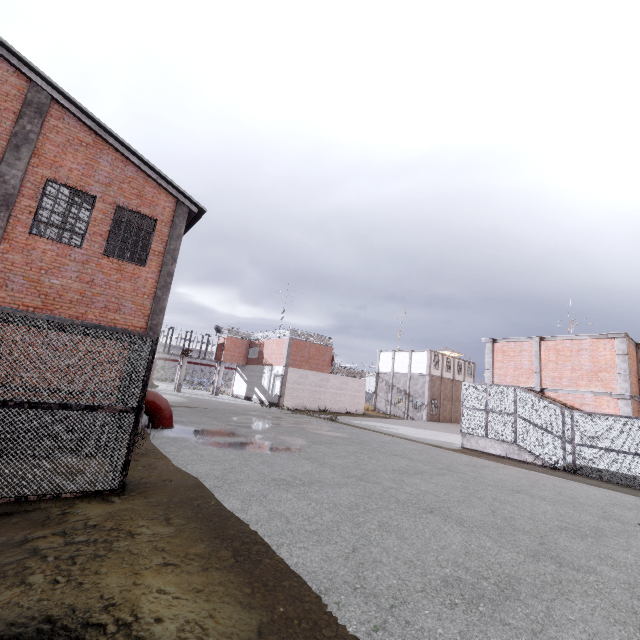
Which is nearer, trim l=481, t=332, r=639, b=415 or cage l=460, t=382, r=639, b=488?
cage l=460, t=382, r=639, b=488

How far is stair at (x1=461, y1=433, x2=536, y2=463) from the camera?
16.53m

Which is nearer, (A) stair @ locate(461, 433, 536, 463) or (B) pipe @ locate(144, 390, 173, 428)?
(B) pipe @ locate(144, 390, 173, 428)

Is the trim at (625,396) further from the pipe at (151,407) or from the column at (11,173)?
the column at (11,173)

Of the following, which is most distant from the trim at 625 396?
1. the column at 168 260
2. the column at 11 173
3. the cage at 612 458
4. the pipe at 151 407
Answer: the column at 11 173

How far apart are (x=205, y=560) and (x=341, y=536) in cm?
225

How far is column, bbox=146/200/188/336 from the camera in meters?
12.1

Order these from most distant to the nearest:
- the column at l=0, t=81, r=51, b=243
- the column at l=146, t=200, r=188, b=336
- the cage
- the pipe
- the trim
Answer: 1. the trim
2. the cage
3. the pipe
4. the column at l=146, t=200, r=188, b=336
5. the column at l=0, t=81, r=51, b=243
